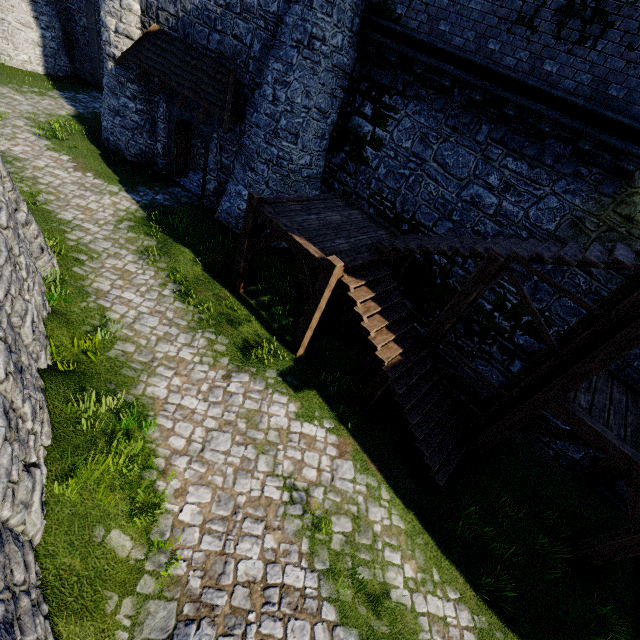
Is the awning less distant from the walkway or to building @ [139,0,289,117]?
building @ [139,0,289,117]

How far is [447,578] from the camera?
6.31m

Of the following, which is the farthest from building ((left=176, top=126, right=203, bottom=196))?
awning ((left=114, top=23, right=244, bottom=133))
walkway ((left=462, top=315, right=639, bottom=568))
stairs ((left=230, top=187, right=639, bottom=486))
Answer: walkway ((left=462, top=315, right=639, bottom=568))

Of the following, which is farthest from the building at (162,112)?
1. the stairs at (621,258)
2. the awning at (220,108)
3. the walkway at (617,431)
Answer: the walkway at (617,431)

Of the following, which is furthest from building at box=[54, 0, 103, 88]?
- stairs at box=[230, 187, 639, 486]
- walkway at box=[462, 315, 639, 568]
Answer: walkway at box=[462, 315, 639, 568]

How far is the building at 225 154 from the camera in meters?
12.3

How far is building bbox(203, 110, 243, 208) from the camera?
12.3m
